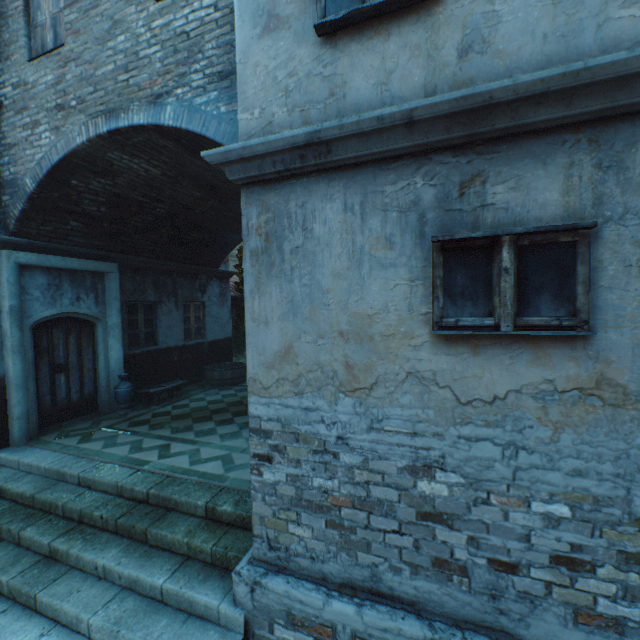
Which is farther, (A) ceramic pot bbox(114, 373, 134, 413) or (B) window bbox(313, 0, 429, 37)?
(A) ceramic pot bbox(114, 373, 134, 413)

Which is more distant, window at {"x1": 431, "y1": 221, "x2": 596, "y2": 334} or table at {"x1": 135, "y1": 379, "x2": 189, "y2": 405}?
table at {"x1": 135, "y1": 379, "x2": 189, "y2": 405}

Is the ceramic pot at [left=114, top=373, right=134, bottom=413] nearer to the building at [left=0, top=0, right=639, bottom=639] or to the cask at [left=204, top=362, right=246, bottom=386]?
the building at [left=0, top=0, right=639, bottom=639]

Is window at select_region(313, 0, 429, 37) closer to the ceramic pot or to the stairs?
the stairs

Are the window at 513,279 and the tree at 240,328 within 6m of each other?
no

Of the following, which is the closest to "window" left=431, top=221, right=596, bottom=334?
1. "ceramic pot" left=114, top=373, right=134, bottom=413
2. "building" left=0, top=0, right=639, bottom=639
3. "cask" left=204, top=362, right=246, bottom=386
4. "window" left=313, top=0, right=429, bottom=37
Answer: "building" left=0, top=0, right=639, bottom=639

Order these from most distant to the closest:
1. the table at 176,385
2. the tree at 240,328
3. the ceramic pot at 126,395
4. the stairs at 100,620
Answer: the tree at 240,328 → the table at 176,385 → the ceramic pot at 126,395 → the stairs at 100,620

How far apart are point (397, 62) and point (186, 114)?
3.29m
